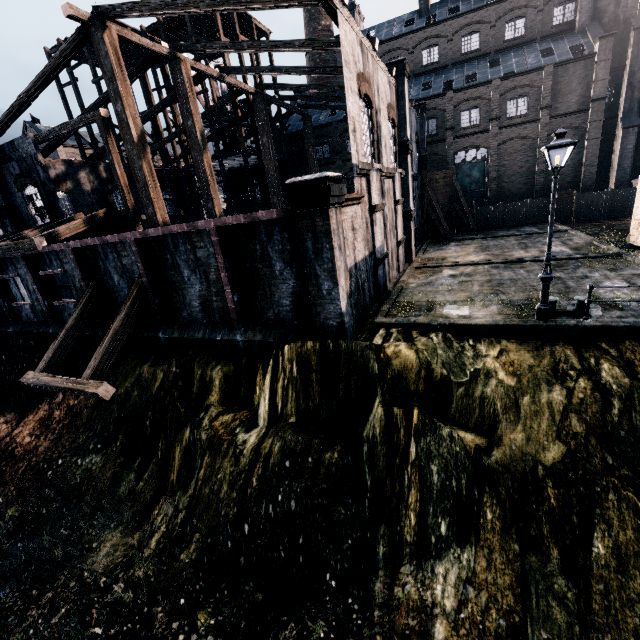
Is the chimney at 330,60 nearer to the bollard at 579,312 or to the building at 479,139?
the building at 479,139

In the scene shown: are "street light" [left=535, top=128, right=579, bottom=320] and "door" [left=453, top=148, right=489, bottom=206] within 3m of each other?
no

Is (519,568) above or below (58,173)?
below

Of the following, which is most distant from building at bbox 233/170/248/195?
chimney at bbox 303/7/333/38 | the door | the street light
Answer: the street light

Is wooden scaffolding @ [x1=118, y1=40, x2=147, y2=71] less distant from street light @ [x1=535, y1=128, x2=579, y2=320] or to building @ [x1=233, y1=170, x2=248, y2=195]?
building @ [x1=233, y1=170, x2=248, y2=195]

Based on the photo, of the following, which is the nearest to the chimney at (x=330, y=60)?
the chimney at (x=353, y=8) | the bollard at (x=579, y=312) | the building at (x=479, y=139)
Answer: the building at (x=479, y=139)

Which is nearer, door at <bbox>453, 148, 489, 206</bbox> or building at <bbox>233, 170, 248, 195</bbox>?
door at <bbox>453, 148, 489, 206</bbox>

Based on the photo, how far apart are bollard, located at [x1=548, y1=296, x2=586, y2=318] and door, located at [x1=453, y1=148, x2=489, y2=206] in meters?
→ 31.5 m
